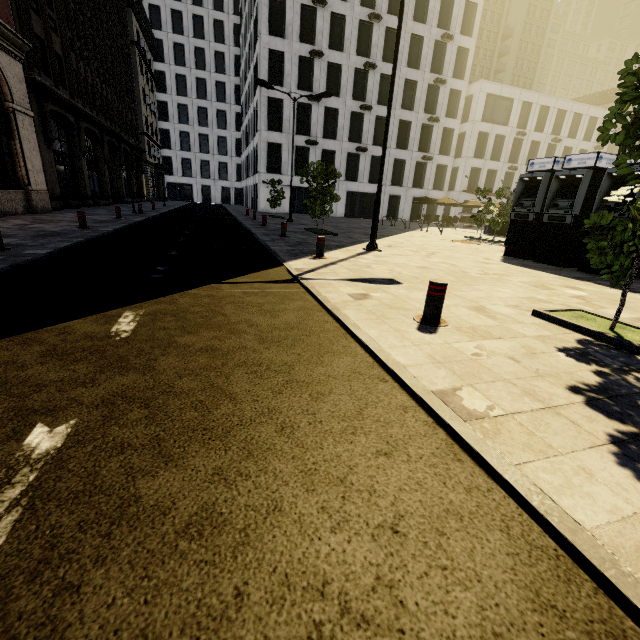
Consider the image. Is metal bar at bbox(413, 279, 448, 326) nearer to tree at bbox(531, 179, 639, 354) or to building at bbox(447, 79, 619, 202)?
tree at bbox(531, 179, 639, 354)

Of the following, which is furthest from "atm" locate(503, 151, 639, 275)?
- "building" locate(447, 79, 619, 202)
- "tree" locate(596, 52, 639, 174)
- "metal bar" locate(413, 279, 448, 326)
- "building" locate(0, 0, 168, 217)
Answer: "building" locate(447, 79, 619, 202)

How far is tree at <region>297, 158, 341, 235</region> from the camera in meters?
14.0 m

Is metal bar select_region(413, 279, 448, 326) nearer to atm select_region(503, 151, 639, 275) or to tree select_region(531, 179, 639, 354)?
tree select_region(531, 179, 639, 354)

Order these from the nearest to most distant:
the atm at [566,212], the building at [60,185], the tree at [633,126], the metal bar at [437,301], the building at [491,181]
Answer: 1. the tree at [633,126]
2. the metal bar at [437,301]
3. the atm at [566,212]
4. the building at [60,185]
5. the building at [491,181]

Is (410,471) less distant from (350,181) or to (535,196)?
(535,196)

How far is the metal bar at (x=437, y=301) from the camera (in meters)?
4.06

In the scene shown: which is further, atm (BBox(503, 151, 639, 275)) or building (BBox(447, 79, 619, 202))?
building (BBox(447, 79, 619, 202))
